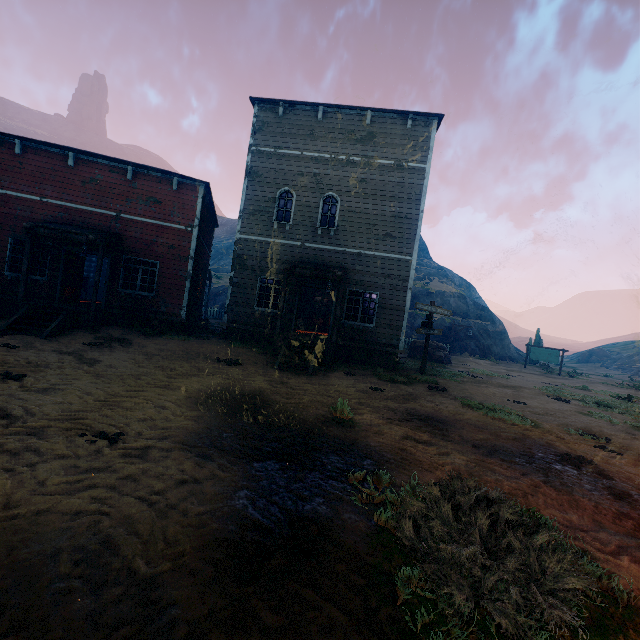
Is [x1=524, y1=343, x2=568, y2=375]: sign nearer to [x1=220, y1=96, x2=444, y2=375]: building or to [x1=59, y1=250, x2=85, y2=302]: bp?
[x1=220, y1=96, x2=444, y2=375]: building

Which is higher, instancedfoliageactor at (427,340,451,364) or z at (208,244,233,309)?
z at (208,244,233,309)

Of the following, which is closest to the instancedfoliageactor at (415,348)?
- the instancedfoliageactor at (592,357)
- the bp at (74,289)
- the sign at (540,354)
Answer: the sign at (540,354)

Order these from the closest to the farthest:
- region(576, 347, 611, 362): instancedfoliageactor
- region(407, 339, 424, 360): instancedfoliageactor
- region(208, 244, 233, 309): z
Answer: region(407, 339, 424, 360): instancedfoliageactor < region(208, 244, 233, 309): z < region(576, 347, 611, 362): instancedfoliageactor

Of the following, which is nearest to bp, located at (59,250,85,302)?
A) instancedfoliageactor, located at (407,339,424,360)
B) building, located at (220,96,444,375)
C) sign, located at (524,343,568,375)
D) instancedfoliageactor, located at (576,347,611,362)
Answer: building, located at (220,96,444,375)

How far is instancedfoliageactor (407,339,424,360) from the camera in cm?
2017

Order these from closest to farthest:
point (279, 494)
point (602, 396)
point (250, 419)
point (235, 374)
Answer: point (279, 494)
point (250, 419)
point (235, 374)
point (602, 396)

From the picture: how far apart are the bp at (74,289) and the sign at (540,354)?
33.16m
